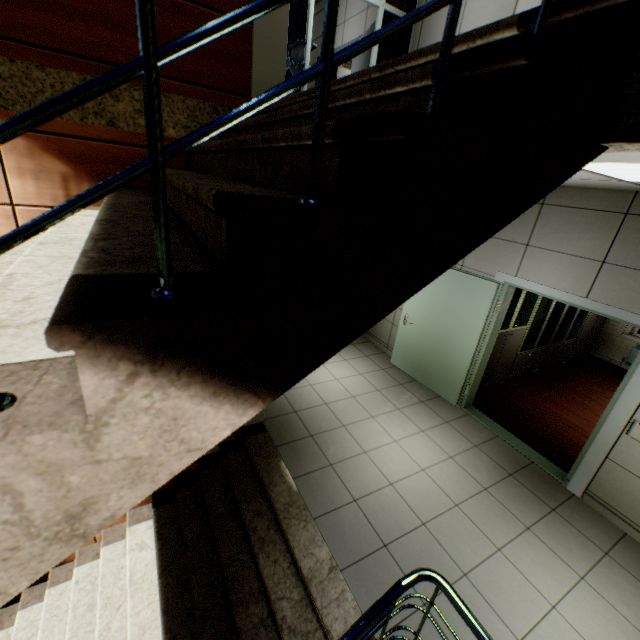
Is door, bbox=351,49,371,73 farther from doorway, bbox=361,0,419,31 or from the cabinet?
the cabinet

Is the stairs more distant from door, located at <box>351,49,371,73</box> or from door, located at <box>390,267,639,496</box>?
door, located at <box>351,49,371,73</box>

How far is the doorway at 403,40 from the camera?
5.02m

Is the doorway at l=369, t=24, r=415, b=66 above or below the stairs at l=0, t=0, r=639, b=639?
above

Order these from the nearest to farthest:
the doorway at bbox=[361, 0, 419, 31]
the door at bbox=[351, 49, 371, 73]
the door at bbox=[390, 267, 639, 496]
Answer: the door at bbox=[390, 267, 639, 496] → the doorway at bbox=[361, 0, 419, 31] → the door at bbox=[351, 49, 371, 73]

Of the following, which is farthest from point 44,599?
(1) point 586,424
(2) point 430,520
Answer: (1) point 586,424

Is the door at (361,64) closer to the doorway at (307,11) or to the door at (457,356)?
the doorway at (307,11)

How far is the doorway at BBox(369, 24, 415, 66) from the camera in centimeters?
502cm
